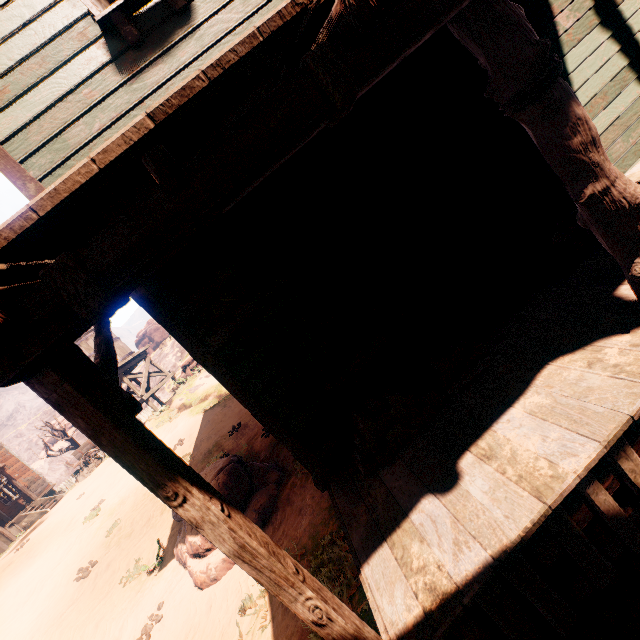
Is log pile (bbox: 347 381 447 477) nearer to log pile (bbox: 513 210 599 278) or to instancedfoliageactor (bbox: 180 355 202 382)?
log pile (bbox: 513 210 599 278)

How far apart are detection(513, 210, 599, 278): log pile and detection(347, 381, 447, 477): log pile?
1.2 meters

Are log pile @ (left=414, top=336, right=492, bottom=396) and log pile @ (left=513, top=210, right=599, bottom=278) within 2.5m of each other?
yes

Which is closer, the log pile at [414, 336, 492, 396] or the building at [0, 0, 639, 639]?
the building at [0, 0, 639, 639]

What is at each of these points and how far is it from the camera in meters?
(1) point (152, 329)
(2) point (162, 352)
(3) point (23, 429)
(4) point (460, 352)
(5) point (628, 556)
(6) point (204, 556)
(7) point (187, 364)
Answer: (1) instancedfoliageactor, 49.1
(2) z, 36.6
(3) z, 55.2
(4) log pile, 3.3
(5) z, 2.2
(6) instancedfoliageactor, 6.0
(7) instancedfoliageactor, 23.2

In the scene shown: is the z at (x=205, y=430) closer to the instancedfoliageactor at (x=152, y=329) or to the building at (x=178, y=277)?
the building at (x=178, y=277)

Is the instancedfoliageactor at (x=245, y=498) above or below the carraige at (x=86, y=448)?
below
